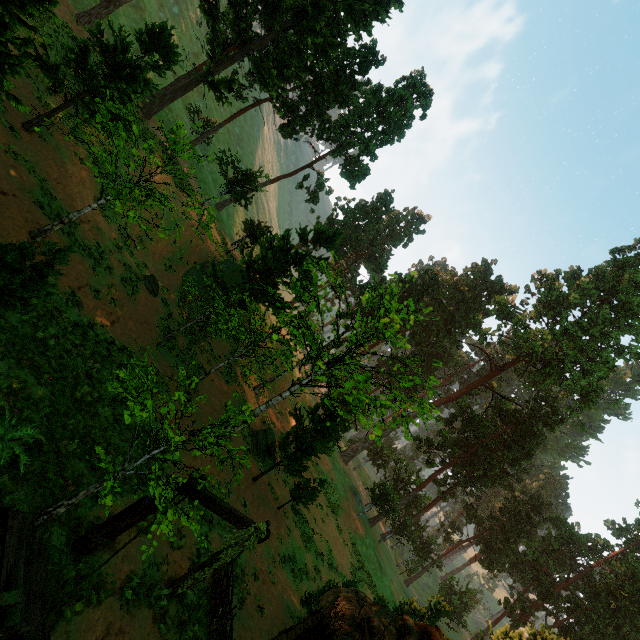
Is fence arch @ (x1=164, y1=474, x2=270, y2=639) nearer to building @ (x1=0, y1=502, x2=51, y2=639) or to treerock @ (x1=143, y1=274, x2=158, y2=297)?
building @ (x1=0, y1=502, x2=51, y2=639)

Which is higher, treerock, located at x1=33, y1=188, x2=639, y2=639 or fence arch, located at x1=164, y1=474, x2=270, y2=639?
treerock, located at x1=33, y1=188, x2=639, y2=639

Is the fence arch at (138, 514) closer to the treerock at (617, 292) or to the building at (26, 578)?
the building at (26, 578)

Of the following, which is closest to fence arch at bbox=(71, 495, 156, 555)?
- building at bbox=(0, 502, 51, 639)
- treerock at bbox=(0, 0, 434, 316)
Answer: building at bbox=(0, 502, 51, 639)

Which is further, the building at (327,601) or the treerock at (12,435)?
the building at (327,601)

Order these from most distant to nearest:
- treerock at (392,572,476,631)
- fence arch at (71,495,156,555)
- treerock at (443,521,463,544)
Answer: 1. treerock at (443,521,463,544)
2. treerock at (392,572,476,631)
3. fence arch at (71,495,156,555)

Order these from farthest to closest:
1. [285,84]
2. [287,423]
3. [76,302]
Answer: [287,423] < [285,84] < [76,302]
